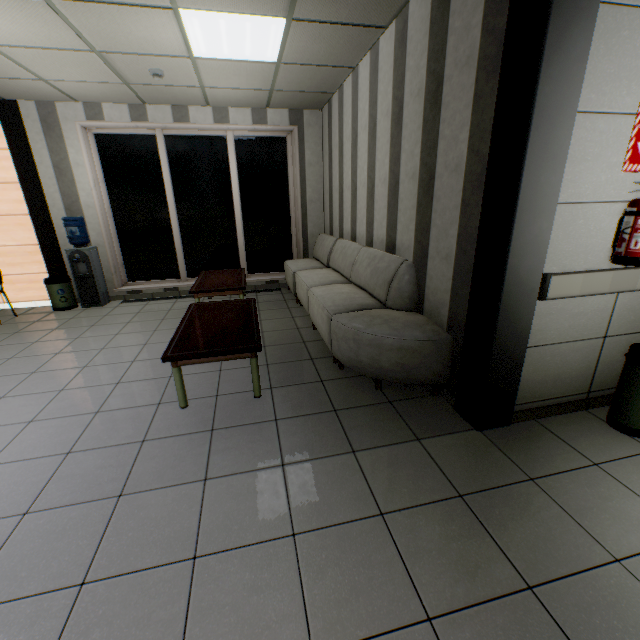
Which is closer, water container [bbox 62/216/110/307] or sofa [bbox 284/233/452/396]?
sofa [bbox 284/233/452/396]

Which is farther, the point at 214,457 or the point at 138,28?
the point at 138,28

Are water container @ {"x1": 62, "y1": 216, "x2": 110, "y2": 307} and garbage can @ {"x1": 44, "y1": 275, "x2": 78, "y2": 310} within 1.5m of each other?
yes

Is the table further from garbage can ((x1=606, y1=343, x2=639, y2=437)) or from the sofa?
garbage can ((x1=606, y1=343, x2=639, y2=437))

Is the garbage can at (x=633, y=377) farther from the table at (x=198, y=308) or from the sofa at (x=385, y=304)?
the table at (x=198, y=308)

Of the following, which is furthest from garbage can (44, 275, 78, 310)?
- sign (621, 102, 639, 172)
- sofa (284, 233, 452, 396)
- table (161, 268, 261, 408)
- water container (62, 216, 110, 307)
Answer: sign (621, 102, 639, 172)

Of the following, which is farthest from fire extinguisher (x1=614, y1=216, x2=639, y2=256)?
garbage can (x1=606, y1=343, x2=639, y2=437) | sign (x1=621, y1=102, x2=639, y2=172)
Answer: garbage can (x1=606, y1=343, x2=639, y2=437)

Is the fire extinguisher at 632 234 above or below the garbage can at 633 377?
Result: above
